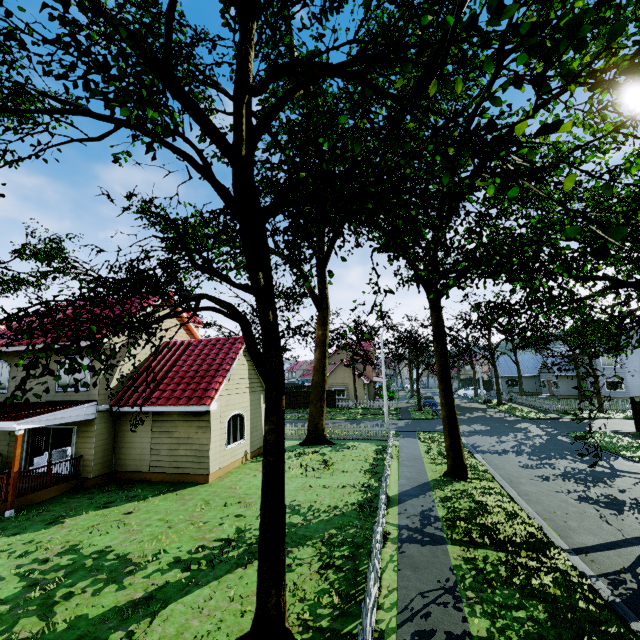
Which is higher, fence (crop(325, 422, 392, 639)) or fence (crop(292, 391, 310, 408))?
fence (crop(292, 391, 310, 408))

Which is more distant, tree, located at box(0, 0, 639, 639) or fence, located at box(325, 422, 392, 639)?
fence, located at box(325, 422, 392, 639)

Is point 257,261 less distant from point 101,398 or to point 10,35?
point 10,35

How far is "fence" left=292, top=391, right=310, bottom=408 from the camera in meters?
43.0 m

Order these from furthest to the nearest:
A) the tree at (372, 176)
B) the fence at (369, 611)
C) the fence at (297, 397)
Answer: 1. the fence at (297, 397)
2. the fence at (369, 611)
3. the tree at (372, 176)

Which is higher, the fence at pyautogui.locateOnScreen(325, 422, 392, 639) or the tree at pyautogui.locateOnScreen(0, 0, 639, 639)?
the tree at pyautogui.locateOnScreen(0, 0, 639, 639)

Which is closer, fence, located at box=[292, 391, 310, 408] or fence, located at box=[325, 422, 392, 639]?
fence, located at box=[325, 422, 392, 639]

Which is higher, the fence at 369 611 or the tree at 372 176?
the tree at 372 176
